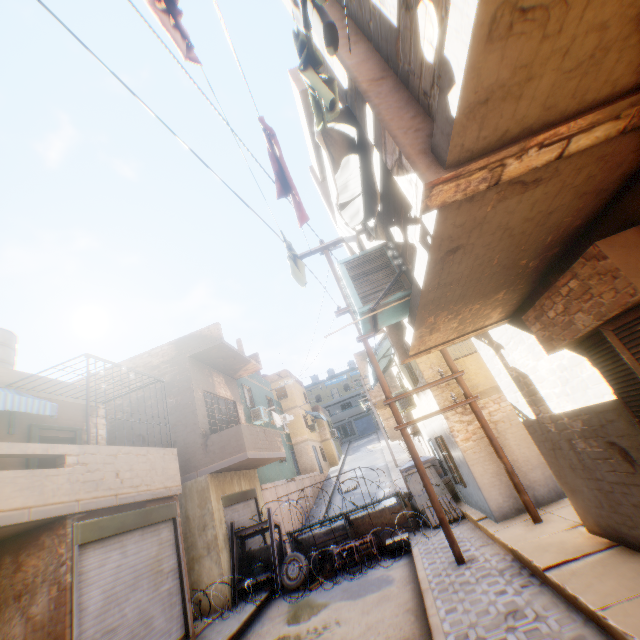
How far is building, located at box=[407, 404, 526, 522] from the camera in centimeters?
784cm

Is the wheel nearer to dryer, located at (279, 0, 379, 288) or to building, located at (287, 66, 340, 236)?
building, located at (287, 66, 340, 236)

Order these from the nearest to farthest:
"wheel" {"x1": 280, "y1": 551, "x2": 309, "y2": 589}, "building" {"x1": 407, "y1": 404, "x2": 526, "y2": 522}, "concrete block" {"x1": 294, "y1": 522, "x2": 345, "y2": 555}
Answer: "building" {"x1": 407, "y1": 404, "x2": 526, "y2": 522} < "wheel" {"x1": 280, "y1": 551, "x2": 309, "y2": 589} < "concrete block" {"x1": 294, "y1": 522, "x2": 345, "y2": 555}

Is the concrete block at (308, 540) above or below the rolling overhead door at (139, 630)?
below

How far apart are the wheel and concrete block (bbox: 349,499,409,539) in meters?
1.9 m

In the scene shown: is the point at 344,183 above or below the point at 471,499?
above

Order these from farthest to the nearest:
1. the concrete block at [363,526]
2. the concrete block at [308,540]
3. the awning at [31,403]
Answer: the concrete block at [308,540] < the concrete block at [363,526] < the awning at [31,403]

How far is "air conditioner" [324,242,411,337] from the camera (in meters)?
3.87
